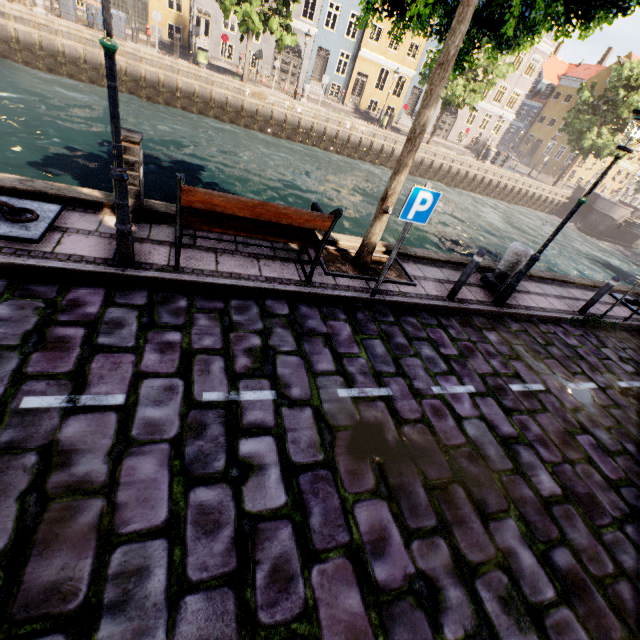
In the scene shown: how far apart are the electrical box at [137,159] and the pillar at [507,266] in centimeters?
721cm

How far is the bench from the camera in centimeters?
389cm

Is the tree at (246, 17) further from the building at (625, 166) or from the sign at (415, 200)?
the building at (625, 166)

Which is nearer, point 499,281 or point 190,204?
point 190,204

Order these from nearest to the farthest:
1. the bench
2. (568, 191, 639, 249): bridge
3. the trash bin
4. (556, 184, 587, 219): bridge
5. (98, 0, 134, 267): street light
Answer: (98, 0, 134, 267): street light, the bench, the trash bin, (568, 191, 639, 249): bridge, (556, 184, 587, 219): bridge

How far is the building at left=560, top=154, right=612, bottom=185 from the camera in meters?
43.1

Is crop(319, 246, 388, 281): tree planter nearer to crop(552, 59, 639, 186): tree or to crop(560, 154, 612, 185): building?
crop(552, 59, 639, 186): tree

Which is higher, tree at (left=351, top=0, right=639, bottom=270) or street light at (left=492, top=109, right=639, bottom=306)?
tree at (left=351, top=0, right=639, bottom=270)
